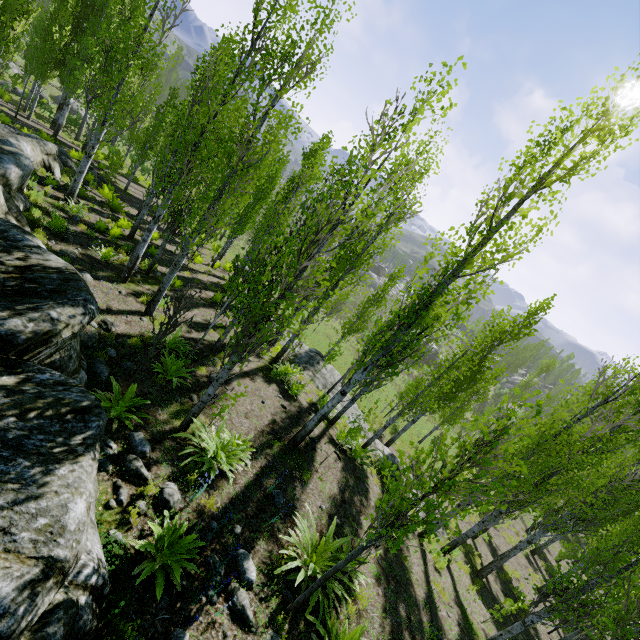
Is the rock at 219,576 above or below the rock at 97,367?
above

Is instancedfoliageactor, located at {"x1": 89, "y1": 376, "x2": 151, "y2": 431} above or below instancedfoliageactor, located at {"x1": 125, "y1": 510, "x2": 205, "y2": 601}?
below

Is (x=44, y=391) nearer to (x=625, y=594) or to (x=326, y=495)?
(x=326, y=495)

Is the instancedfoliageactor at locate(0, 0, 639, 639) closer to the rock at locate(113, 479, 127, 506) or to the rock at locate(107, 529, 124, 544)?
the rock at locate(107, 529, 124, 544)

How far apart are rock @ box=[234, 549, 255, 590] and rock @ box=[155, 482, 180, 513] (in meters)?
Result: 0.84

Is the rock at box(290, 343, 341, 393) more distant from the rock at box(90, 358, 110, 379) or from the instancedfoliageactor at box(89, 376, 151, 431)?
the instancedfoliageactor at box(89, 376, 151, 431)

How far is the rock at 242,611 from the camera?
4.68m

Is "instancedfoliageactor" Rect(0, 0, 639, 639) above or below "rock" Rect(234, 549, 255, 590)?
above
